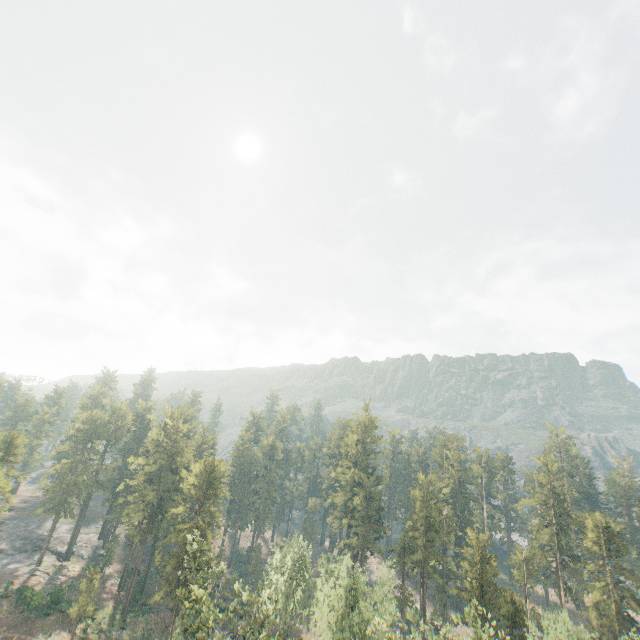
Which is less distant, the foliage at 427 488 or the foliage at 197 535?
the foliage at 197 535

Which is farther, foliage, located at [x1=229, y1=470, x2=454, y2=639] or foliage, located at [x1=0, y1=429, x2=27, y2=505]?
foliage, located at [x1=0, y1=429, x2=27, y2=505]

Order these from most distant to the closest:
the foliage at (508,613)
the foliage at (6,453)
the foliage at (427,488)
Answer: the foliage at (6,453), the foliage at (427,488), the foliage at (508,613)

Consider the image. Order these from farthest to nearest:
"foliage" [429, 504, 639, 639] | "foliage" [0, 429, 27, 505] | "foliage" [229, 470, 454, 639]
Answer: "foliage" [0, 429, 27, 505] → "foliage" [229, 470, 454, 639] → "foliage" [429, 504, 639, 639]

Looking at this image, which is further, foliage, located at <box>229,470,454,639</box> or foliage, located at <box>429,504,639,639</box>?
foliage, located at <box>229,470,454,639</box>

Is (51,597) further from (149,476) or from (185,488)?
(185,488)
